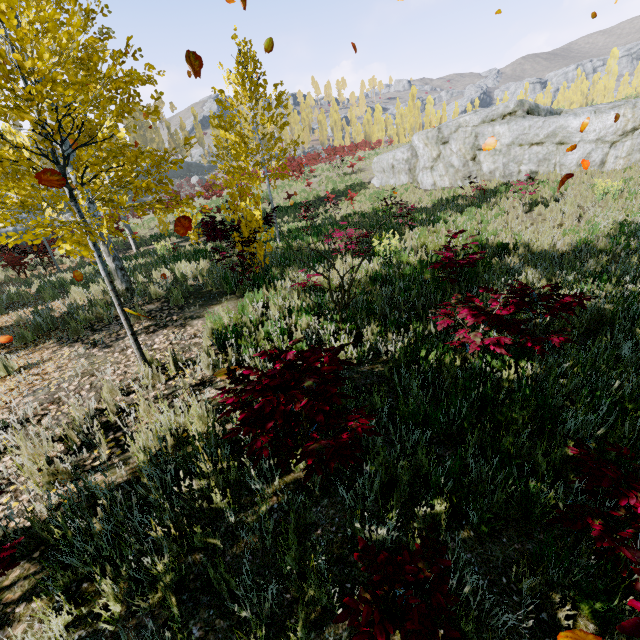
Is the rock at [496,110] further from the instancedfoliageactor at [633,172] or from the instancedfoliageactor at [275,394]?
the instancedfoliageactor at [275,394]

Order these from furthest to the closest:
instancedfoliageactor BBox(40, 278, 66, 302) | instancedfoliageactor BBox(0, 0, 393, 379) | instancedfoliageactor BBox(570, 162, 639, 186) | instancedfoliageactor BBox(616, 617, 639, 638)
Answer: instancedfoliageactor BBox(570, 162, 639, 186) → instancedfoliageactor BBox(40, 278, 66, 302) → instancedfoliageactor BBox(0, 0, 393, 379) → instancedfoliageactor BBox(616, 617, 639, 638)

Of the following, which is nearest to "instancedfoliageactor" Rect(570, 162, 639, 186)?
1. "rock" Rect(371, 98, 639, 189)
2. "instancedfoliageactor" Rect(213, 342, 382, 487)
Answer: "instancedfoliageactor" Rect(213, 342, 382, 487)

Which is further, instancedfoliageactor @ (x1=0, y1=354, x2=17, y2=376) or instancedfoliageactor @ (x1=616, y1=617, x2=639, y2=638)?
instancedfoliageactor @ (x1=0, y1=354, x2=17, y2=376)

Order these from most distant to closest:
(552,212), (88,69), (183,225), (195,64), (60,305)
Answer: (552,212) < (60,305) < (88,69) < (183,225) < (195,64)

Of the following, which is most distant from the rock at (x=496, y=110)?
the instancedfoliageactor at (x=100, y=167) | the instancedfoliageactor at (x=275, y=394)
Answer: the instancedfoliageactor at (x=275, y=394)

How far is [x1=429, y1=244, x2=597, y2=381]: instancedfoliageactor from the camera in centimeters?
321cm
